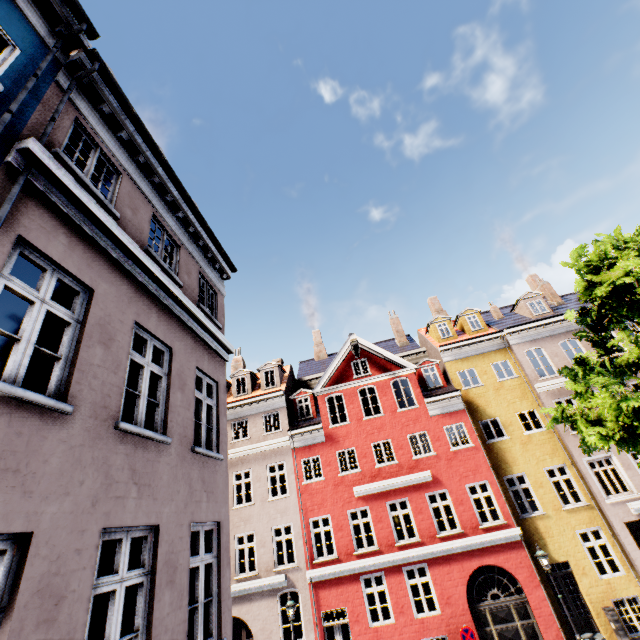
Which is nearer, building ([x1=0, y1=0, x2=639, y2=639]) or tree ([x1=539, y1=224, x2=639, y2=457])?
building ([x1=0, y1=0, x2=639, y2=639])

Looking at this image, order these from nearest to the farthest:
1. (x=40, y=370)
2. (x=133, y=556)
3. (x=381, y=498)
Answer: (x=133, y=556), (x=40, y=370), (x=381, y=498)

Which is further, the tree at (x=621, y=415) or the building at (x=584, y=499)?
the tree at (x=621, y=415)
